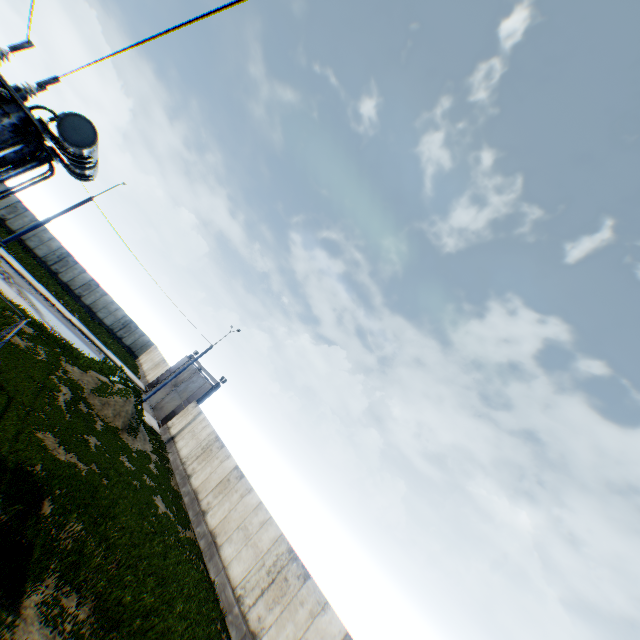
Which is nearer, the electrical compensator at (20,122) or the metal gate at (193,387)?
the electrical compensator at (20,122)

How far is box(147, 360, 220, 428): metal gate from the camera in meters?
29.3 m

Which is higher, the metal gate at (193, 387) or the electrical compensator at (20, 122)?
the electrical compensator at (20, 122)

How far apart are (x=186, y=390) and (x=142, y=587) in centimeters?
2334cm

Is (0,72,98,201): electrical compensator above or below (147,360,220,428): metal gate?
above

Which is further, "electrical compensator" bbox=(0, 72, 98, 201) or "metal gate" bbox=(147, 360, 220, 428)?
"metal gate" bbox=(147, 360, 220, 428)
